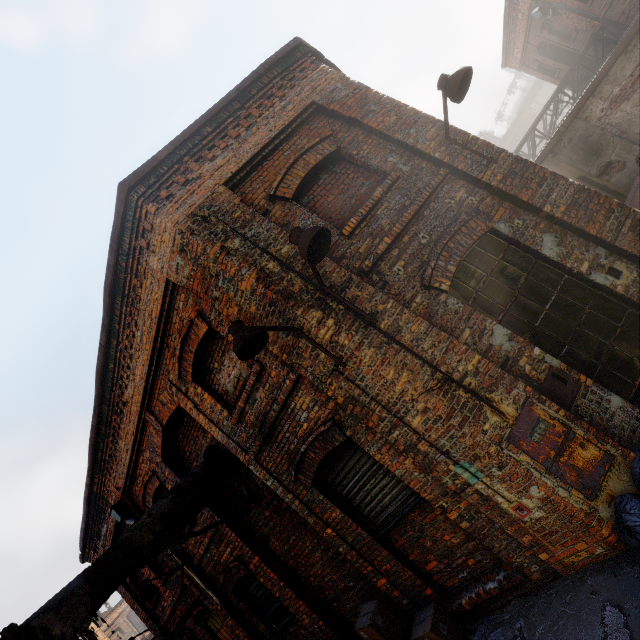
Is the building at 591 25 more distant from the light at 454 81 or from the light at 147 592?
the light at 147 592

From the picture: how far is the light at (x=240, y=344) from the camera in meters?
3.5

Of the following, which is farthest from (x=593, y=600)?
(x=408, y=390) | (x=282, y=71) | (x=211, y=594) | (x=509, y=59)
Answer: (x=509, y=59)

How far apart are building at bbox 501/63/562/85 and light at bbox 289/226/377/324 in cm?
2185

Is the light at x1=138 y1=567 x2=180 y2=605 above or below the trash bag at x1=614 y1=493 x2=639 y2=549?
above

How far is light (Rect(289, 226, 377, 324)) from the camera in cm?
335

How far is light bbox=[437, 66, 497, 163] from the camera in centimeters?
428cm

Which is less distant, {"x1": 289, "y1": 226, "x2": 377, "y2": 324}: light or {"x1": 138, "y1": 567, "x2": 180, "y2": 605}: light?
{"x1": 289, "y1": 226, "x2": 377, "y2": 324}: light
